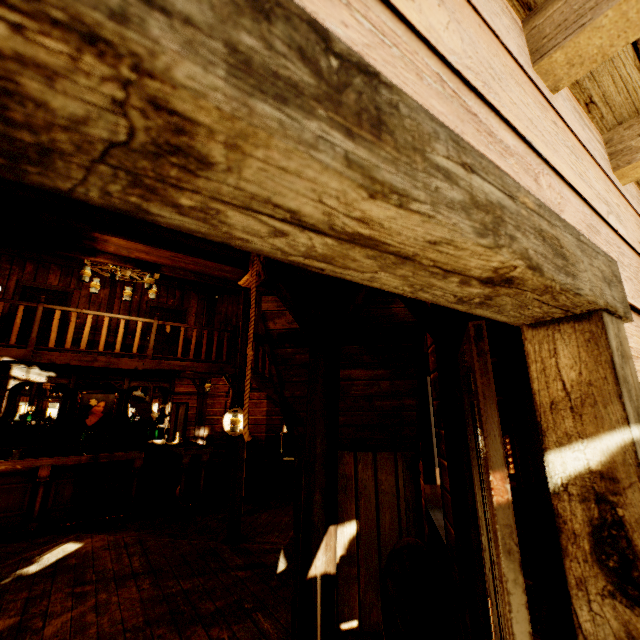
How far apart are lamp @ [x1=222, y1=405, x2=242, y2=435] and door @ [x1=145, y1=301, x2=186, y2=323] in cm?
587

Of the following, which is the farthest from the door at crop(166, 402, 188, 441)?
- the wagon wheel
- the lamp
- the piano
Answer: the wagon wheel

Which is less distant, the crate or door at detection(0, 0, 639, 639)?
door at detection(0, 0, 639, 639)

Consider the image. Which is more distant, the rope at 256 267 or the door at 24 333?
the door at 24 333

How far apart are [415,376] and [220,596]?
3.25m

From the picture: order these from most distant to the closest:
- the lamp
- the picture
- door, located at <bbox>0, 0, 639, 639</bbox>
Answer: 1. the picture
2. the lamp
3. door, located at <bbox>0, 0, 639, 639</bbox>

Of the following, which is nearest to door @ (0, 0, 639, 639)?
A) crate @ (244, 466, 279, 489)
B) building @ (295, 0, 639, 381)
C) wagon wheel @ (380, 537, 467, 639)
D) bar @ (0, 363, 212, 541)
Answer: building @ (295, 0, 639, 381)

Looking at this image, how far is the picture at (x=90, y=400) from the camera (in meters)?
7.39
